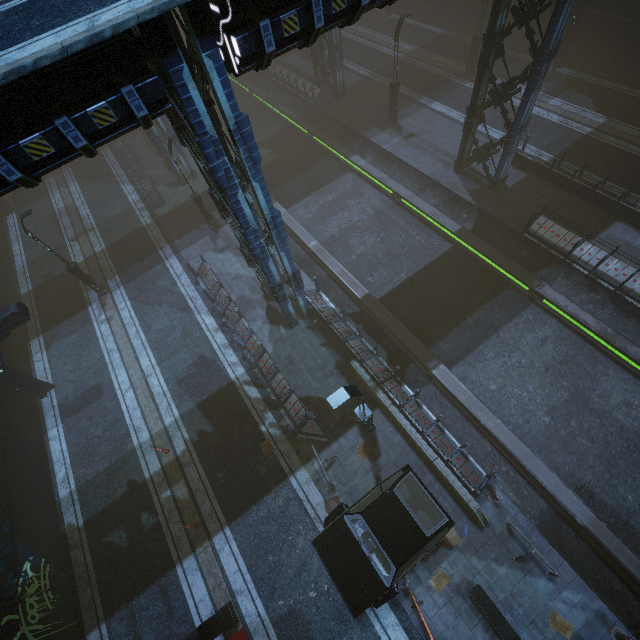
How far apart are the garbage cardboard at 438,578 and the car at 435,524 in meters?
1.4 m

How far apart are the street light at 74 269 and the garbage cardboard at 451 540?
20.2m

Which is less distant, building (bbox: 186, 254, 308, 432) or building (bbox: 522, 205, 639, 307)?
building (bbox: 186, 254, 308, 432)

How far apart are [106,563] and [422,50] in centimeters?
3942cm

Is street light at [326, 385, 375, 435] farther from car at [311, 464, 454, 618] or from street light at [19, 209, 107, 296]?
street light at [19, 209, 107, 296]

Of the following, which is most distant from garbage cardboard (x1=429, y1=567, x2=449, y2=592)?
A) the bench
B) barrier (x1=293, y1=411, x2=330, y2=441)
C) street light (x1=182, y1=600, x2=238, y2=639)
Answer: street light (x1=182, y1=600, x2=238, y2=639)

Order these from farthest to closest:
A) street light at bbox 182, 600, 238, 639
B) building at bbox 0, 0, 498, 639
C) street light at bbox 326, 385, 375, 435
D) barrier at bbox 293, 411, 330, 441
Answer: barrier at bbox 293, 411, 330, 441
street light at bbox 182, 600, 238, 639
street light at bbox 326, 385, 375, 435
building at bbox 0, 0, 498, 639

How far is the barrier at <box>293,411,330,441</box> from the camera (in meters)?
12.77
